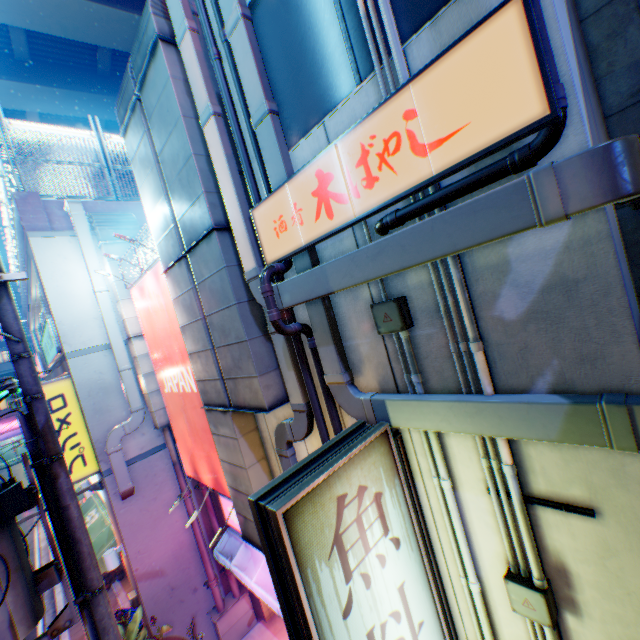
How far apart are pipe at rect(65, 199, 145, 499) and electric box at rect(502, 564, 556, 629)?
8.33m

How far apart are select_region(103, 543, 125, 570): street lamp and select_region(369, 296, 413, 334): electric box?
9.6 meters

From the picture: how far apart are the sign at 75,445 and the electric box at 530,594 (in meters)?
8.94

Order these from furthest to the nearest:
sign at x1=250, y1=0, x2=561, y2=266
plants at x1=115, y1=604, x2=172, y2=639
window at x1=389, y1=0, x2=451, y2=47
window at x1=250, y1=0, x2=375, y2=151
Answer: plants at x1=115, y1=604, x2=172, y2=639 → window at x1=250, y1=0, x2=375, y2=151 → window at x1=389, y1=0, x2=451, y2=47 → sign at x1=250, y1=0, x2=561, y2=266

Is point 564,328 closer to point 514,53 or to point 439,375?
point 439,375

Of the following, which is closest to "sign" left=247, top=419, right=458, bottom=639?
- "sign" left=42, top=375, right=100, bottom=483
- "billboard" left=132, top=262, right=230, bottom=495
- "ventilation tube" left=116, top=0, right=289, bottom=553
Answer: "ventilation tube" left=116, top=0, right=289, bottom=553

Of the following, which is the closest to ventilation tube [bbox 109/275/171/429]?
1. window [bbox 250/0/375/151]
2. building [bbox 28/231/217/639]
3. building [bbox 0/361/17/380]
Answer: building [bbox 28/231/217/639]

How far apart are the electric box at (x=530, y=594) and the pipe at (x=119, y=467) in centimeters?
833cm
